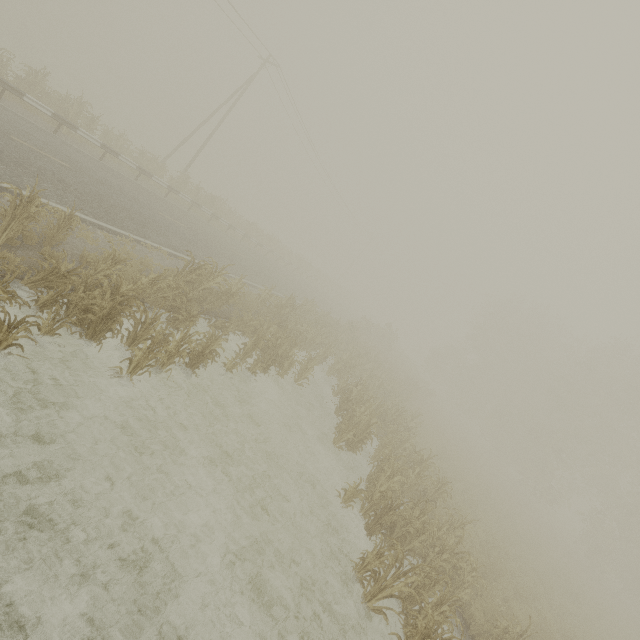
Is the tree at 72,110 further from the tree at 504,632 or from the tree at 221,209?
the tree at 504,632

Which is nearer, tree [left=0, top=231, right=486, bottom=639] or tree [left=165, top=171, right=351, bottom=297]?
tree [left=0, top=231, right=486, bottom=639]

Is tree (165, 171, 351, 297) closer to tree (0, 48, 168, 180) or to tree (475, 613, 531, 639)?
tree (0, 48, 168, 180)

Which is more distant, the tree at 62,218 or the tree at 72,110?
the tree at 72,110

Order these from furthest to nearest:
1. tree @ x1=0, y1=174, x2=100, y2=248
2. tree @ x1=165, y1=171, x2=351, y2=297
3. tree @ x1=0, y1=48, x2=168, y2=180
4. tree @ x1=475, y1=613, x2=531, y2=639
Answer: tree @ x1=165, y1=171, x2=351, y2=297
tree @ x1=0, y1=48, x2=168, y2=180
tree @ x1=475, y1=613, x2=531, y2=639
tree @ x1=0, y1=174, x2=100, y2=248

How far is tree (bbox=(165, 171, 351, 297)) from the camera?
Result: 22.5 meters

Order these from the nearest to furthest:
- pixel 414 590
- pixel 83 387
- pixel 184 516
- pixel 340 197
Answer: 1. pixel 184 516
2. pixel 83 387
3. pixel 414 590
4. pixel 340 197
